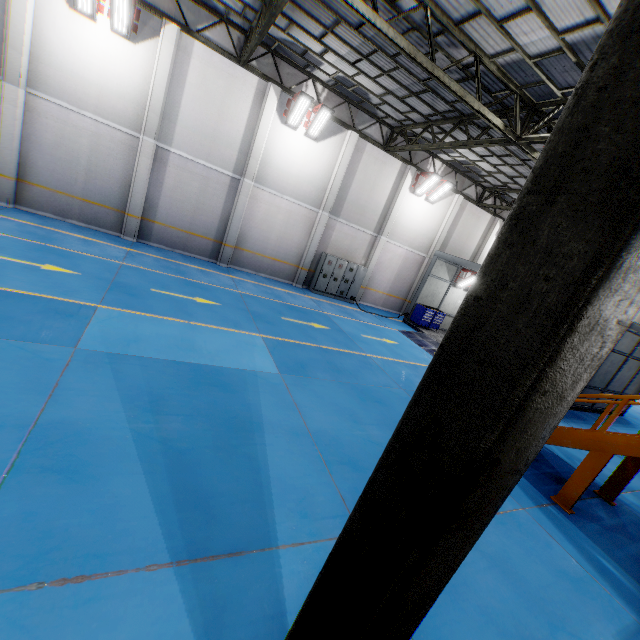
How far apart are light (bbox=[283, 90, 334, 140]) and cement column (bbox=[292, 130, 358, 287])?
2.2m

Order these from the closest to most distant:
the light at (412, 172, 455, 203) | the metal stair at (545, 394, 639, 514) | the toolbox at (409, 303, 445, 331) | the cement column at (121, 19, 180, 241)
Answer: the metal stair at (545, 394, 639, 514) → the cement column at (121, 19, 180, 241) → the light at (412, 172, 455, 203) → the toolbox at (409, 303, 445, 331)

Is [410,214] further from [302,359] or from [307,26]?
[302,359]

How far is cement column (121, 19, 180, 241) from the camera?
11.55m

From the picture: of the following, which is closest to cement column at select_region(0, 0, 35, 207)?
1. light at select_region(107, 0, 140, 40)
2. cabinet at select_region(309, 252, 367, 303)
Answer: light at select_region(107, 0, 140, 40)

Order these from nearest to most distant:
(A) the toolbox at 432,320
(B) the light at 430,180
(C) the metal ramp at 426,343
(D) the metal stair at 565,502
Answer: (D) the metal stair at 565,502 → (C) the metal ramp at 426,343 → (B) the light at 430,180 → (A) the toolbox at 432,320

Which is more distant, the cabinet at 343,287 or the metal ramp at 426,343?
the cabinet at 343,287

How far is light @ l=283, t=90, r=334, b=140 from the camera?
13.2m
